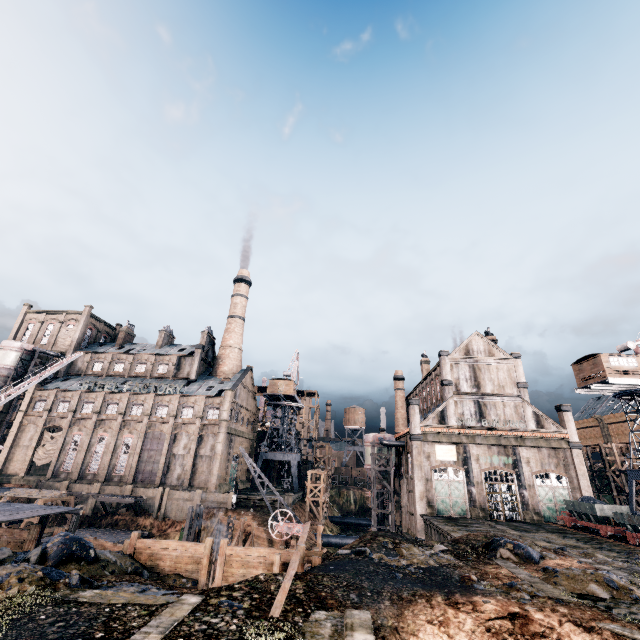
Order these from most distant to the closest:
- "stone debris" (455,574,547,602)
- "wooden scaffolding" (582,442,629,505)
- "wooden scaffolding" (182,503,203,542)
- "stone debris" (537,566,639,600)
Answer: "wooden scaffolding" (582,442,629,505) < "wooden scaffolding" (182,503,203,542) < "stone debris" (537,566,639,600) < "stone debris" (455,574,547,602)

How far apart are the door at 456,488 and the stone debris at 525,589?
24.2m

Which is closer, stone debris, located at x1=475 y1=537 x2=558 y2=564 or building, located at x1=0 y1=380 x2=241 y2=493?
stone debris, located at x1=475 y1=537 x2=558 y2=564

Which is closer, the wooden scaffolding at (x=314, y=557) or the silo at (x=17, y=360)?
the wooden scaffolding at (x=314, y=557)

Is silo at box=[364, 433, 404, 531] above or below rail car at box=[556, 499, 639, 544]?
above

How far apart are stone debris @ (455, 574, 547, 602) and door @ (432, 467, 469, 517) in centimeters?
2419cm

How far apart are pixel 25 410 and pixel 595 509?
80.72m

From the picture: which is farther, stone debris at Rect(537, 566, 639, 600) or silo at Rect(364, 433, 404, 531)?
silo at Rect(364, 433, 404, 531)
